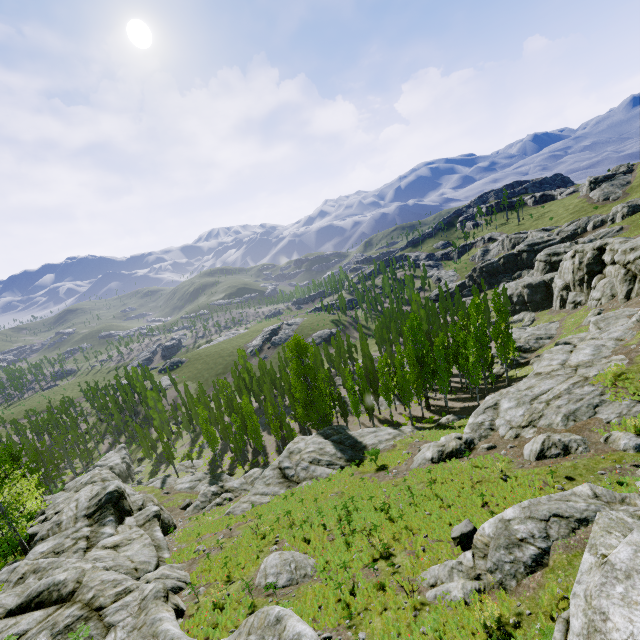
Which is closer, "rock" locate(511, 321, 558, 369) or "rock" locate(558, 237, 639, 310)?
"rock" locate(558, 237, 639, 310)

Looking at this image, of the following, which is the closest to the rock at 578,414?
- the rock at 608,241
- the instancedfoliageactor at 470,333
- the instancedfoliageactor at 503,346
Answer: the rock at 608,241

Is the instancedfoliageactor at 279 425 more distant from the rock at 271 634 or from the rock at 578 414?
the rock at 578 414

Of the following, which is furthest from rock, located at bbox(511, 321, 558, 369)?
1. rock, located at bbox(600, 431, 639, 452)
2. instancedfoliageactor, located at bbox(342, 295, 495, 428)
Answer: rock, located at bbox(600, 431, 639, 452)

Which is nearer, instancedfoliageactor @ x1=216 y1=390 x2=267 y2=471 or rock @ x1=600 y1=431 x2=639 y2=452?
rock @ x1=600 y1=431 x2=639 y2=452

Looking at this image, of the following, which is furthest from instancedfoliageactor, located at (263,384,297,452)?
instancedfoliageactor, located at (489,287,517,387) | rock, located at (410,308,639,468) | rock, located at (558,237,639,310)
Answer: rock, located at (410,308,639,468)

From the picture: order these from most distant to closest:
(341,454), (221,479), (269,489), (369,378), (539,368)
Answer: (369,378), (221,479), (341,454), (269,489), (539,368)

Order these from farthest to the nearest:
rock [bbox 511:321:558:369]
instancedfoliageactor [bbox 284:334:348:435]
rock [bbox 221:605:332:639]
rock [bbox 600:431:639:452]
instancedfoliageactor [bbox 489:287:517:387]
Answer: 1. rock [bbox 511:321:558:369]
2. instancedfoliageactor [bbox 284:334:348:435]
3. instancedfoliageactor [bbox 489:287:517:387]
4. rock [bbox 600:431:639:452]
5. rock [bbox 221:605:332:639]
